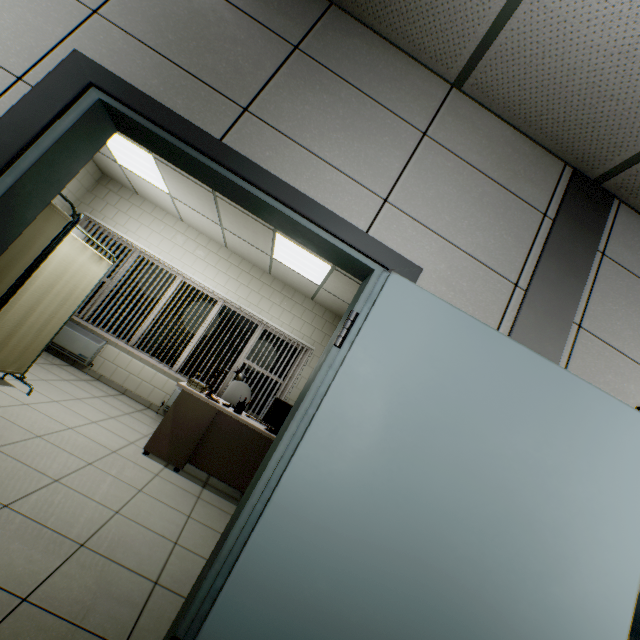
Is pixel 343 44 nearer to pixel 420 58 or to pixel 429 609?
pixel 420 58

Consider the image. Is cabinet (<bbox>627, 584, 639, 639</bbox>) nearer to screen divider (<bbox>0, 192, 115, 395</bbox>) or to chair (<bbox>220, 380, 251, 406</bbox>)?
chair (<bbox>220, 380, 251, 406</bbox>)

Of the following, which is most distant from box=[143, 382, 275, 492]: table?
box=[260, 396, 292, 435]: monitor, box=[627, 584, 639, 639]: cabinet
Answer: box=[627, 584, 639, 639]: cabinet

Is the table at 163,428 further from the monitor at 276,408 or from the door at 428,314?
the door at 428,314

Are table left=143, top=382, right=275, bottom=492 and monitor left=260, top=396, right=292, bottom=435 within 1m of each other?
yes

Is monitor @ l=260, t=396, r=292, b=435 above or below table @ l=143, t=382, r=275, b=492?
above

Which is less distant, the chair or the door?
the door

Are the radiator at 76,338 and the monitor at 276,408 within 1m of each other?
no
